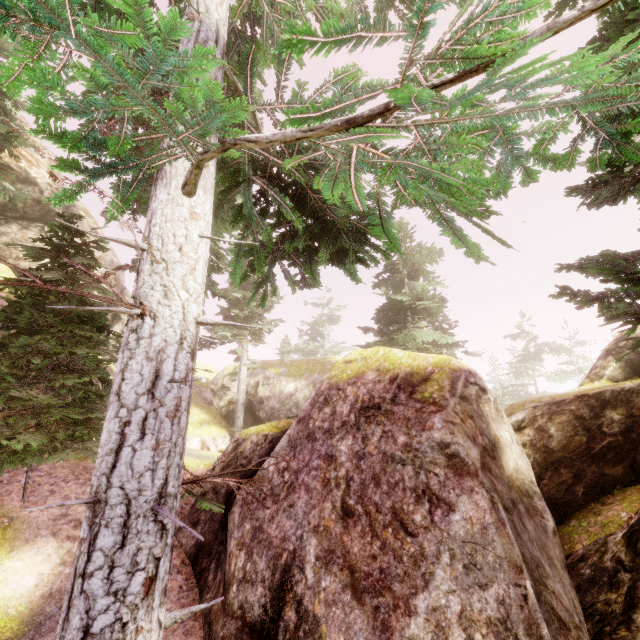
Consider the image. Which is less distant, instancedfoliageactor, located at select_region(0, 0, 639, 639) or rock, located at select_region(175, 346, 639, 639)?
instancedfoliageactor, located at select_region(0, 0, 639, 639)

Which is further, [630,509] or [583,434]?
[583,434]

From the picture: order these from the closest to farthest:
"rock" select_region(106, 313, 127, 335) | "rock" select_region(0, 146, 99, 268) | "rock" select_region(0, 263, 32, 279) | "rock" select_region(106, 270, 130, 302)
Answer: "rock" select_region(0, 263, 32, 279) → "rock" select_region(0, 146, 99, 268) → "rock" select_region(106, 313, 127, 335) → "rock" select_region(106, 270, 130, 302)

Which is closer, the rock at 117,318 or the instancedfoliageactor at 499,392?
the rock at 117,318

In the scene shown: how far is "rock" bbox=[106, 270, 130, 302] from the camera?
21.48m

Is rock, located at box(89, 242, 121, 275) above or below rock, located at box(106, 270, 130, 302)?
above

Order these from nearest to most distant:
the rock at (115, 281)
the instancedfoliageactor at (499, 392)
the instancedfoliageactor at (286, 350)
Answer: the rock at (115, 281)
the instancedfoliageactor at (499, 392)
the instancedfoliageactor at (286, 350)

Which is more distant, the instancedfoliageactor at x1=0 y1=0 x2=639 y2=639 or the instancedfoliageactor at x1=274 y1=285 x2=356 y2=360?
the instancedfoliageactor at x1=274 y1=285 x2=356 y2=360
